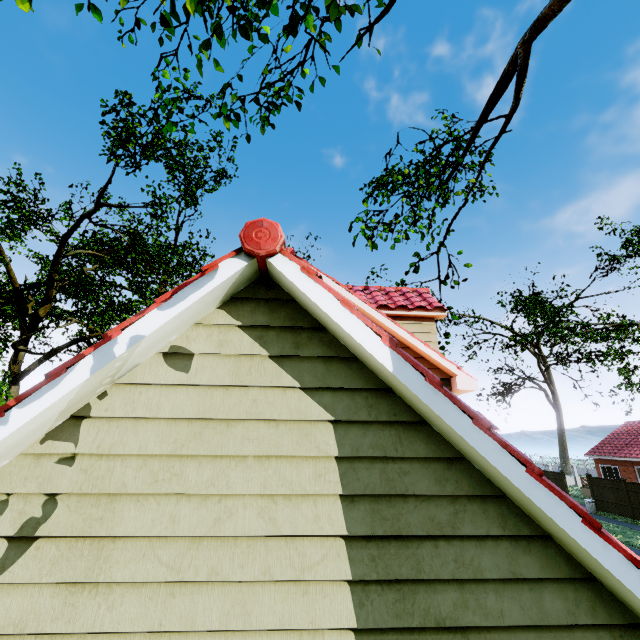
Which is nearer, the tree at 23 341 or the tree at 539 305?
the tree at 23 341

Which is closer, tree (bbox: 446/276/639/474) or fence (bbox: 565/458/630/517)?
tree (bbox: 446/276/639/474)

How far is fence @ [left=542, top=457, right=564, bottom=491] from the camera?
28.39m

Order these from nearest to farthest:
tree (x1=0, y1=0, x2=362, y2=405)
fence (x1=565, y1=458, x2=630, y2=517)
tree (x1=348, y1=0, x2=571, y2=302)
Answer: tree (x1=0, y1=0, x2=362, y2=405) < tree (x1=348, y1=0, x2=571, y2=302) < fence (x1=565, y1=458, x2=630, y2=517)

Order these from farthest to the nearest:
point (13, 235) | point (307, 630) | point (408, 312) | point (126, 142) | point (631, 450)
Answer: point (631, 450) → point (13, 235) → point (126, 142) → point (408, 312) → point (307, 630)

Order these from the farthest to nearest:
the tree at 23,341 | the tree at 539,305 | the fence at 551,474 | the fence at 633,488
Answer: the fence at 551,474 → the fence at 633,488 → the tree at 539,305 → the tree at 23,341
